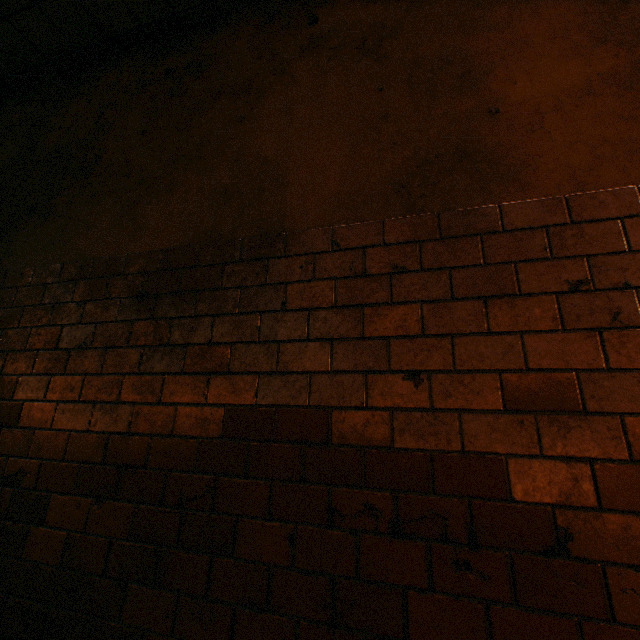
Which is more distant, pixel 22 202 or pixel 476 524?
pixel 22 202
